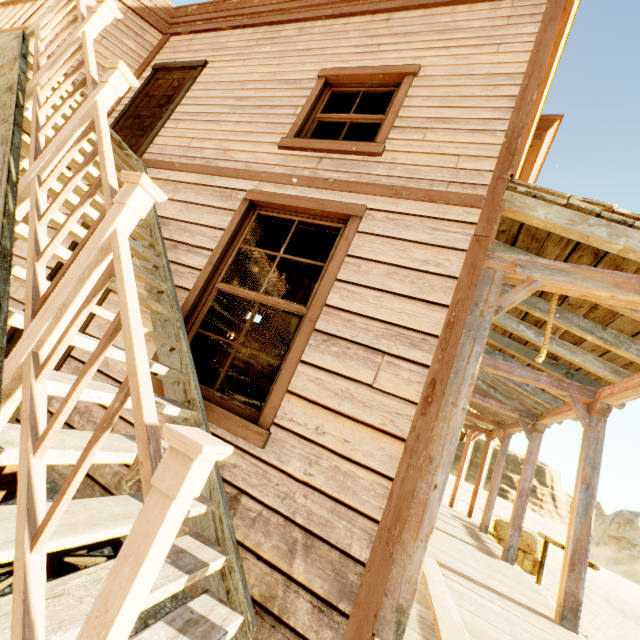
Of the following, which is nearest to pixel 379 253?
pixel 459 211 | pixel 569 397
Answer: pixel 459 211

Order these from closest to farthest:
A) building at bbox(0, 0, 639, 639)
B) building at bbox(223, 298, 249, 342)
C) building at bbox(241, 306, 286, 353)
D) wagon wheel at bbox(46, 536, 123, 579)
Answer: building at bbox(0, 0, 639, 639), wagon wheel at bbox(46, 536, 123, 579), building at bbox(241, 306, 286, 353), building at bbox(223, 298, 249, 342)

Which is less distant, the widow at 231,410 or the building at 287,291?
the widow at 231,410

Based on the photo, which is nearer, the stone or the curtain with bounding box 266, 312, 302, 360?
the curtain with bounding box 266, 312, 302, 360

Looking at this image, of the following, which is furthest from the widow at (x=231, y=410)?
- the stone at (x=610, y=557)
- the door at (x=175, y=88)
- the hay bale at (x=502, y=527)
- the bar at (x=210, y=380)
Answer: the stone at (x=610, y=557)

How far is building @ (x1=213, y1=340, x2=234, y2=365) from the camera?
14.0 meters

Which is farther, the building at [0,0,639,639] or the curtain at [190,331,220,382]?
the curtain at [190,331,220,382]
